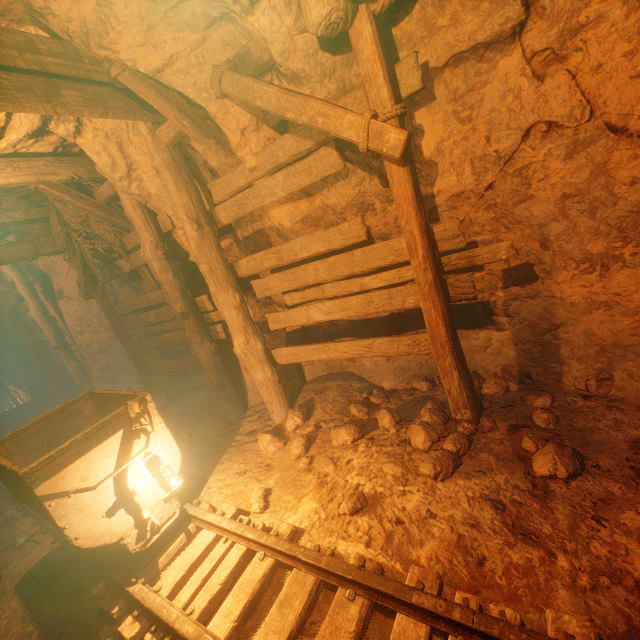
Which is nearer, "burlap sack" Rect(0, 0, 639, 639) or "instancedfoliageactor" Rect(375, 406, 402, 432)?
"burlap sack" Rect(0, 0, 639, 639)

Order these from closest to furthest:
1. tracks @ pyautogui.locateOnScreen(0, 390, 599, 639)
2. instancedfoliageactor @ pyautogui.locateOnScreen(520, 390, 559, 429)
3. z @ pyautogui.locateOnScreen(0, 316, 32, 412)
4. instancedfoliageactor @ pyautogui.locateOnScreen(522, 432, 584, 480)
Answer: tracks @ pyautogui.locateOnScreen(0, 390, 599, 639) → instancedfoliageactor @ pyautogui.locateOnScreen(522, 432, 584, 480) → instancedfoliageactor @ pyautogui.locateOnScreen(520, 390, 559, 429) → z @ pyautogui.locateOnScreen(0, 316, 32, 412)

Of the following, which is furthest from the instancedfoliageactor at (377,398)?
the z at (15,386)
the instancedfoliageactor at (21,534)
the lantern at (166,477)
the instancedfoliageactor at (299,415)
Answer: the z at (15,386)

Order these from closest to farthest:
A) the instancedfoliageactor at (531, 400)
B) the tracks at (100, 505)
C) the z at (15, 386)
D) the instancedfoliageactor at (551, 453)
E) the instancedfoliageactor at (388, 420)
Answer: the tracks at (100, 505)
the instancedfoliageactor at (551, 453)
the instancedfoliageactor at (531, 400)
the instancedfoliageactor at (388, 420)
the z at (15, 386)

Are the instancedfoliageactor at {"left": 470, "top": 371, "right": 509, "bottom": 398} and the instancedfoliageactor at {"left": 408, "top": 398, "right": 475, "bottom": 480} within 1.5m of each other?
yes

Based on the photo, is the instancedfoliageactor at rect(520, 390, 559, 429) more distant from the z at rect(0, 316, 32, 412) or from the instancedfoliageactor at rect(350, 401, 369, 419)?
the z at rect(0, 316, 32, 412)

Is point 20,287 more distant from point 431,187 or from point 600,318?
point 600,318

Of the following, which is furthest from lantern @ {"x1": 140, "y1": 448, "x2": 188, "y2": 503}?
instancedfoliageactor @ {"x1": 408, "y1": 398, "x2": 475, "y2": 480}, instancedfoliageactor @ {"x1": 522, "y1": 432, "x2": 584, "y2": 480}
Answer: instancedfoliageactor @ {"x1": 522, "y1": 432, "x2": 584, "y2": 480}
